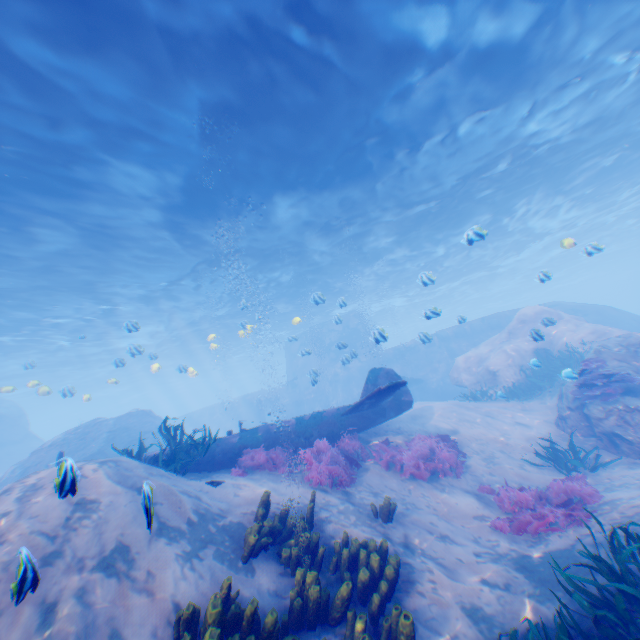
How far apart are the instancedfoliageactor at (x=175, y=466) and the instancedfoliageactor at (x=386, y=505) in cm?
446

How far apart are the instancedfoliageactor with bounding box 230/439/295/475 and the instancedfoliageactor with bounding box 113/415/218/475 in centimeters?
116cm

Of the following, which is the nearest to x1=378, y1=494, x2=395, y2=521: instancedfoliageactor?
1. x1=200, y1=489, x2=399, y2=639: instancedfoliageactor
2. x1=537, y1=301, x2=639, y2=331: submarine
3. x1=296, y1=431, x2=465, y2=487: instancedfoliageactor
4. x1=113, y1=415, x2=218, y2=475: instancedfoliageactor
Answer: x1=200, y1=489, x2=399, y2=639: instancedfoliageactor

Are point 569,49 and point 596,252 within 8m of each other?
yes

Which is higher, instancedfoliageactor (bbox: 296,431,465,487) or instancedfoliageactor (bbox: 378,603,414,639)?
instancedfoliageactor (bbox: 296,431,465,487)

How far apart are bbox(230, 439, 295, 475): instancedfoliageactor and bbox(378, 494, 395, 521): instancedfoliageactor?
3.15m

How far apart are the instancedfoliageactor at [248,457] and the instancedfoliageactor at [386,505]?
3.1 meters

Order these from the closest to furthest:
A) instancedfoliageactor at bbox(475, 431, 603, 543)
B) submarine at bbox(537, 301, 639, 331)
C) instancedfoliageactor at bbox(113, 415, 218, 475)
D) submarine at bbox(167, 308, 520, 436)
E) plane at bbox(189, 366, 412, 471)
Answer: instancedfoliageactor at bbox(475, 431, 603, 543) < instancedfoliageactor at bbox(113, 415, 218, 475) < plane at bbox(189, 366, 412, 471) < submarine at bbox(537, 301, 639, 331) < submarine at bbox(167, 308, 520, 436)
